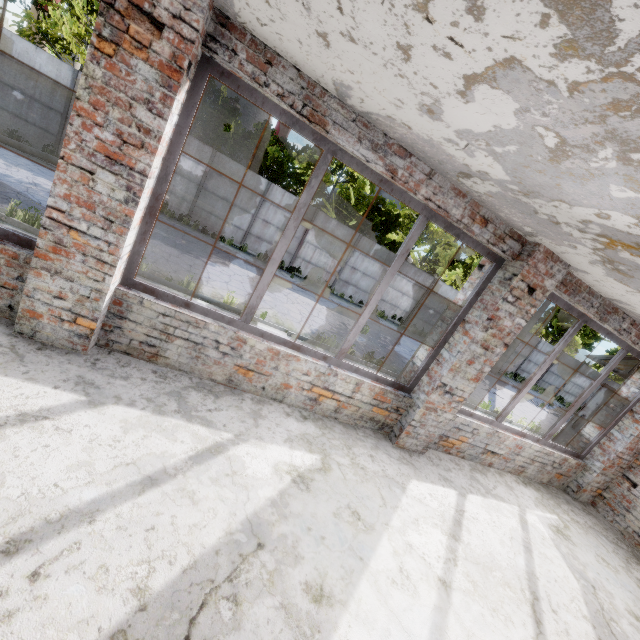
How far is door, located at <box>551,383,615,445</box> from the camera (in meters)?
7.54

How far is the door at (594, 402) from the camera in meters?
7.5 m

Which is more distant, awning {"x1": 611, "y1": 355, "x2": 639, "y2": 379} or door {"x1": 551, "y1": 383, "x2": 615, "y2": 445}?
door {"x1": 551, "y1": 383, "x2": 615, "y2": 445}

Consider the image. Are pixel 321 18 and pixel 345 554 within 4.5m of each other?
yes

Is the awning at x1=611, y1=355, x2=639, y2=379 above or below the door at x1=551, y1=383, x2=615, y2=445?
above

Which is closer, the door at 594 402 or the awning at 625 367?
the awning at 625 367
